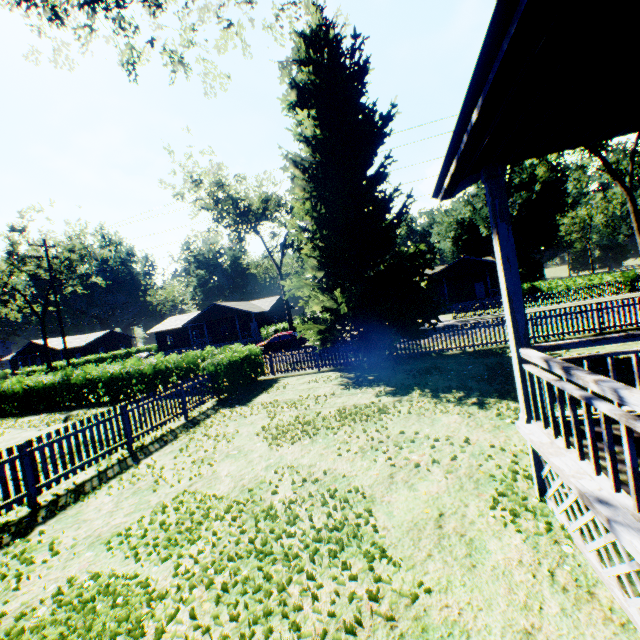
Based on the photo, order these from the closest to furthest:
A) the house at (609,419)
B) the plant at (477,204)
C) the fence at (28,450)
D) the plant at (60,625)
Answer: the house at (609,419)
the plant at (60,625)
the fence at (28,450)
the plant at (477,204)

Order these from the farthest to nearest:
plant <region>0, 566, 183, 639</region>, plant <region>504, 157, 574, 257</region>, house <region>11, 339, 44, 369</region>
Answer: house <region>11, 339, 44, 369</region> < plant <region>504, 157, 574, 257</region> < plant <region>0, 566, 183, 639</region>

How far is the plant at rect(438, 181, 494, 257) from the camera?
51.0m

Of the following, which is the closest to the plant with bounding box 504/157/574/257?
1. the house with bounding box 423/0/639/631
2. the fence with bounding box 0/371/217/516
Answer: the fence with bounding box 0/371/217/516

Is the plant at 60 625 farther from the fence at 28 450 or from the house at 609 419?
the house at 609 419

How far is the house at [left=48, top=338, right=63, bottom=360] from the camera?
54.9m

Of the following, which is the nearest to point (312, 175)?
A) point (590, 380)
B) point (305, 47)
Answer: point (305, 47)

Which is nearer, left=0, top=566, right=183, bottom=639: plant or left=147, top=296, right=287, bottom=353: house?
left=0, top=566, right=183, bottom=639: plant
